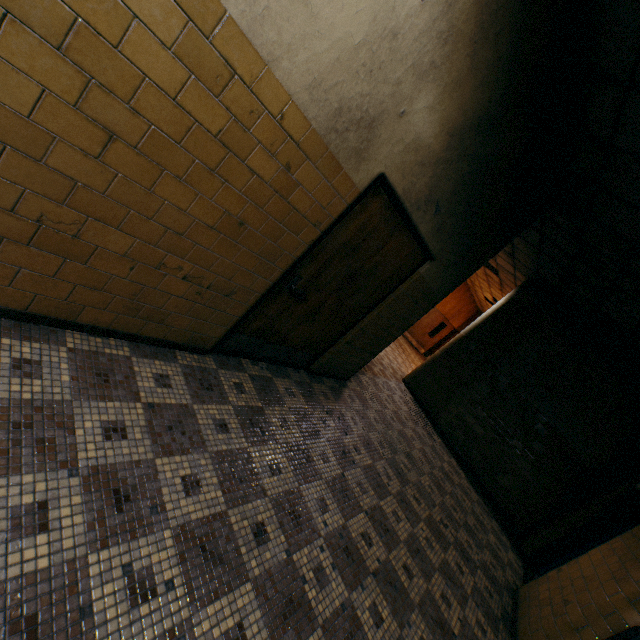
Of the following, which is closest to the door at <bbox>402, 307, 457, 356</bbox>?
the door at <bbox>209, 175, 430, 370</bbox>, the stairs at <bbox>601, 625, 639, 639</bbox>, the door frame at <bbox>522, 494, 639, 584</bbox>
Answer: the door frame at <bbox>522, 494, 639, 584</bbox>

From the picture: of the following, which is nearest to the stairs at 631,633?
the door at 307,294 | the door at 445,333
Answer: the door at 307,294

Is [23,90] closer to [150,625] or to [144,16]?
[144,16]

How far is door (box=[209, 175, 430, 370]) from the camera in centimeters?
281cm

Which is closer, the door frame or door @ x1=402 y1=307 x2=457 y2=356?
the door frame

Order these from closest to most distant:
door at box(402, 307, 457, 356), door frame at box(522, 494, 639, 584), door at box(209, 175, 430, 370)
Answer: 1. door at box(209, 175, 430, 370)
2. door frame at box(522, 494, 639, 584)
3. door at box(402, 307, 457, 356)

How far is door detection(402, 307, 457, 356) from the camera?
15.75m

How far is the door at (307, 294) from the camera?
2.81m
